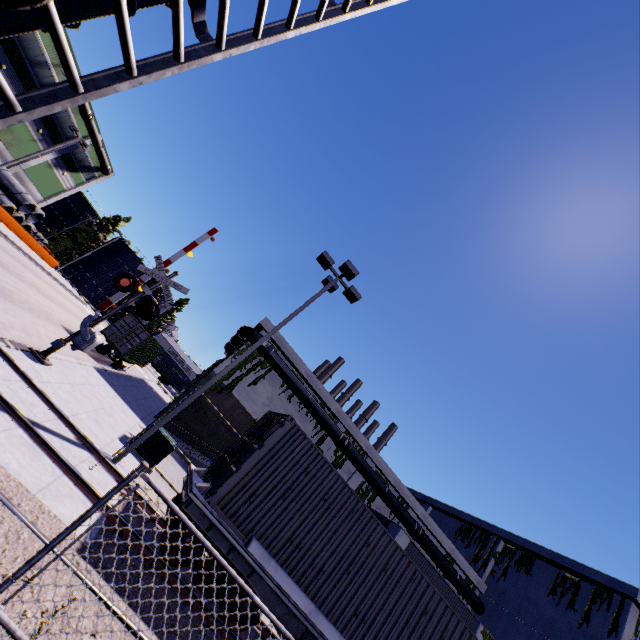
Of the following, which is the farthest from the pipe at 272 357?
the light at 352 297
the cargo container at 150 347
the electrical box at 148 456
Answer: the light at 352 297

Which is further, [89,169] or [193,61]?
[89,169]

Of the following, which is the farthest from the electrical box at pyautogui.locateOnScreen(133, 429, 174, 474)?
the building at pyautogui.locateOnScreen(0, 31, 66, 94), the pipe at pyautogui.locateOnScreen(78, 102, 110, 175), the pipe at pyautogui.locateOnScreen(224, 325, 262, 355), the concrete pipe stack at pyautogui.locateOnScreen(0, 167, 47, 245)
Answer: the pipe at pyautogui.locateOnScreen(78, 102, 110, 175)

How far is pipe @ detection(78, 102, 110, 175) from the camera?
Result: 36.2 meters

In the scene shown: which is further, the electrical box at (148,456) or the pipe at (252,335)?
the pipe at (252,335)

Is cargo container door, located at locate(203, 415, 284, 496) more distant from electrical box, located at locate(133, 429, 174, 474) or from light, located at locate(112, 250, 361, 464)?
electrical box, located at locate(133, 429, 174, 474)

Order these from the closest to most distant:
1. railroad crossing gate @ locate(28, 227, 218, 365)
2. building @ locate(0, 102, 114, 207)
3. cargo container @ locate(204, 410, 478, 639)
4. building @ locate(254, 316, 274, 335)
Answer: cargo container @ locate(204, 410, 478, 639)
railroad crossing gate @ locate(28, 227, 218, 365)
building @ locate(254, 316, 274, 335)
building @ locate(0, 102, 114, 207)

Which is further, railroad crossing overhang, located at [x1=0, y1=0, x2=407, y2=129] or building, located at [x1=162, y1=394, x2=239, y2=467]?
building, located at [x1=162, y1=394, x2=239, y2=467]
